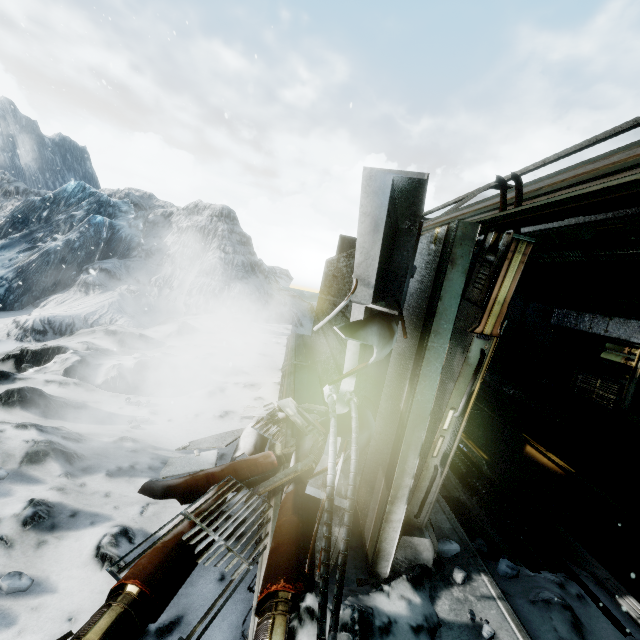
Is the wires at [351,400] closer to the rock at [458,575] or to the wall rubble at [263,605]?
the wall rubble at [263,605]

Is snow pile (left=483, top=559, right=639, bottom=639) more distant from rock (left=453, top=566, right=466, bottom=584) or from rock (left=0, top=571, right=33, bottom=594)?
rock (left=0, top=571, right=33, bottom=594)

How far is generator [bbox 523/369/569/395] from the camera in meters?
9.7

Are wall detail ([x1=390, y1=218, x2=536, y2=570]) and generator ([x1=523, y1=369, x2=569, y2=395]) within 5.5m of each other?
no

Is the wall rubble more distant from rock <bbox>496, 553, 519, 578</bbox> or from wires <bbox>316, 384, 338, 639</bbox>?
rock <bbox>496, 553, 519, 578</bbox>

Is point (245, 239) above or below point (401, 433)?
above

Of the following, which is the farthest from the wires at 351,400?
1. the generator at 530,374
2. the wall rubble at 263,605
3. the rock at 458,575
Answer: the generator at 530,374

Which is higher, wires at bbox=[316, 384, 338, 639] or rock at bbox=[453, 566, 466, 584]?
wires at bbox=[316, 384, 338, 639]
